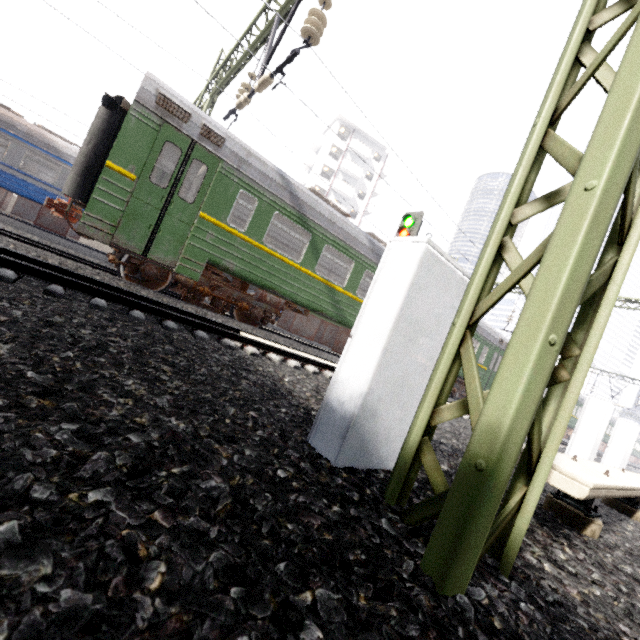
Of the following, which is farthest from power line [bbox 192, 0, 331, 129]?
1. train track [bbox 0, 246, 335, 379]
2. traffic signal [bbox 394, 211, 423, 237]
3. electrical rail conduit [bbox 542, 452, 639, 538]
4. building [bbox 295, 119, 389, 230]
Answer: building [bbox 295, 119, 389, 230]

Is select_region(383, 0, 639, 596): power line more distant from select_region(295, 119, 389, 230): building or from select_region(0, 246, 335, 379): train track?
select_region(295, 119, 389, 230): building

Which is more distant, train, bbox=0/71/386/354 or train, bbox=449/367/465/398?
train, bbox=449/367/465/398

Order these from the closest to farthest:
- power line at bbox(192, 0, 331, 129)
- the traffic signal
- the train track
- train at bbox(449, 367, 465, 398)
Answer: the train track, power line at bbox(192, 0, 331, 129), the traffic signal, train at bbox(449, 367, 465, 398)

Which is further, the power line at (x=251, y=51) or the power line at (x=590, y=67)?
the power line at (x=251, y=51)

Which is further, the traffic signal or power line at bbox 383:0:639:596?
the traffic signal

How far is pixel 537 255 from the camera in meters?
1.4 m

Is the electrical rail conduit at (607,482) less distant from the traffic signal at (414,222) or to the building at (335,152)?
the traffic signal at (414,222)
